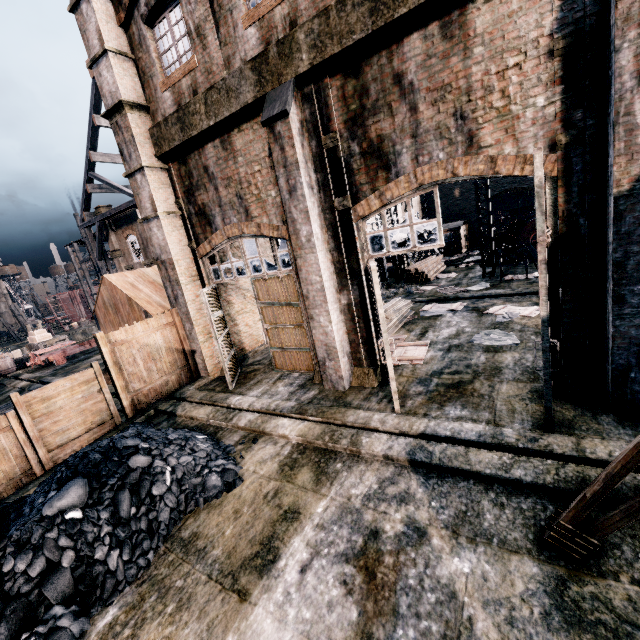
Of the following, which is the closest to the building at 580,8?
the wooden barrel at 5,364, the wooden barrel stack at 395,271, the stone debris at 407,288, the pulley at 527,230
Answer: the wooden barrel stack at 395,271

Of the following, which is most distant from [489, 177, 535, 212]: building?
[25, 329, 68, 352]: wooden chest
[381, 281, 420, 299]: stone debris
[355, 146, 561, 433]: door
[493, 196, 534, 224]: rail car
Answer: [25, 329, 68, 352]: wooden chest

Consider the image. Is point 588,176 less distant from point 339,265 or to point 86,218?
point 339,265

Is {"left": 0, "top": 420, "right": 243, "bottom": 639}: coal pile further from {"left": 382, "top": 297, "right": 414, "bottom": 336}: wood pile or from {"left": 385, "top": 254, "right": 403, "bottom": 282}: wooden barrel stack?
{"left": 385, "top": 254, "right": 403, "bottom": 282}: wooden barrel stack

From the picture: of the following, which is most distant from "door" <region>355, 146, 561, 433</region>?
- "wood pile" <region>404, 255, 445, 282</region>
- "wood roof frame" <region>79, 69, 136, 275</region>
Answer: "wood roof frame" <region>79, 69, 136, 275</region>

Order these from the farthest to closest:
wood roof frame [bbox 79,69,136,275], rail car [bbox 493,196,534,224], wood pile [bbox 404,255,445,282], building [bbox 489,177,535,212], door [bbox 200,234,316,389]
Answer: rail car [bbox 493,196,534,224], building [bbox 489,177,535,212], wood roof frame [bbox 79,69,136,275], wood pile [bbox 404,255,445,282], door [bbox 200,234,316,389]

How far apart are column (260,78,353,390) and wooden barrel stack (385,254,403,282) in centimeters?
1599cm

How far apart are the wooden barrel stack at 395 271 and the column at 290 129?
16.0 meters
